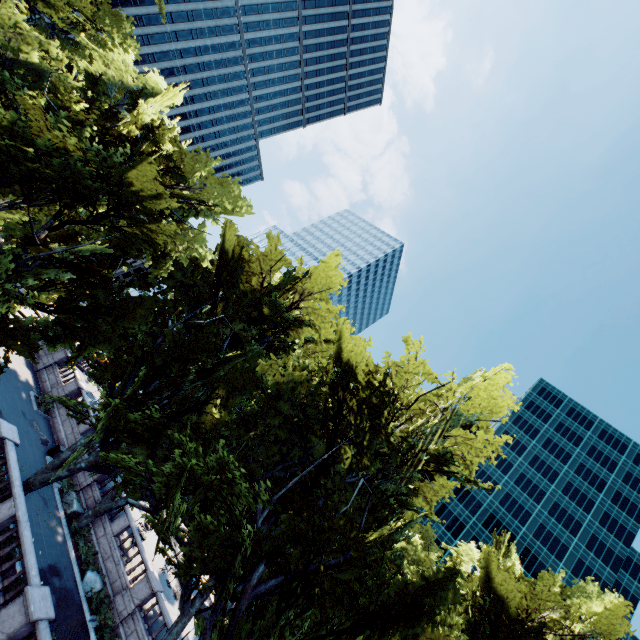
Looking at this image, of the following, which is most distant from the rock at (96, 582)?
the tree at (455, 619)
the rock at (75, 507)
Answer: the rock at (75, 507)

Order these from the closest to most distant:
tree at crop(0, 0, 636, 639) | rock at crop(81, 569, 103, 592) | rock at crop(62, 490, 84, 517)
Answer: tree at crop(0, 0, 636, 639)
rock at crop(81, 569, 103, 592)
rock at crop(62, 490, 84, 517)

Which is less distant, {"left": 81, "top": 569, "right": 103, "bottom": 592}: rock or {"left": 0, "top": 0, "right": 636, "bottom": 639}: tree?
{"left": 0, "top": 0, "right": 636, "bottom": 639}: tree

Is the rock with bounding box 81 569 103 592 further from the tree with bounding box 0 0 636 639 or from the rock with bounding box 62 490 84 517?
the rock with bounding box 62 490 84 517

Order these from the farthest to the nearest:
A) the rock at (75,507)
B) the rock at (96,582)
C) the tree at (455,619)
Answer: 1. the rock at (75,507)
2. the rock at (96,582)
3. the tree at (455,619)

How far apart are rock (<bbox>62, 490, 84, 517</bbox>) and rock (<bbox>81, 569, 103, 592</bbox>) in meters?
3.9 m

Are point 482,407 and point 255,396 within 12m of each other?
yes

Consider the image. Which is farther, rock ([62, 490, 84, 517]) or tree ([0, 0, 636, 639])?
rock ([62, 490, 84, 517])
